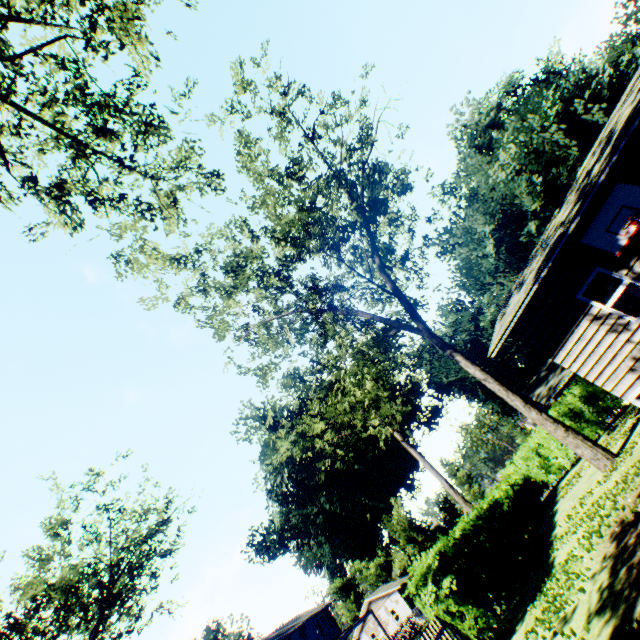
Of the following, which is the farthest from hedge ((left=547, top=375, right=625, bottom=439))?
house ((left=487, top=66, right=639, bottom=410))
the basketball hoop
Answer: the basketball hoop

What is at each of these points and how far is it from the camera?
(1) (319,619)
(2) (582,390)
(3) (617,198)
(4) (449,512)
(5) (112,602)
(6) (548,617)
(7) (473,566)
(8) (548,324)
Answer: (1) house, 39.53m
(2) hedge, 21.73m
(3) basketball hoop, 8.70m
(4) plant, 46.88m
(5) plant, 29.61m
(6) plant, 6.24m
(7) hedge, 11.39m
(8) house, 10.52m

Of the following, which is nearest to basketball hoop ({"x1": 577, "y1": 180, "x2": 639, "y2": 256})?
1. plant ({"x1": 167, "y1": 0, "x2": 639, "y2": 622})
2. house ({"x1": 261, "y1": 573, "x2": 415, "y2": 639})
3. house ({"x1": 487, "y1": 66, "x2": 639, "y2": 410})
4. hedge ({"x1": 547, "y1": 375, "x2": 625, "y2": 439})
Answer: house ({"x1": 487, "y1": 66, "x2": 639, "y2": 410})

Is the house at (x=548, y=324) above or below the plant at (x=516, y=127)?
below

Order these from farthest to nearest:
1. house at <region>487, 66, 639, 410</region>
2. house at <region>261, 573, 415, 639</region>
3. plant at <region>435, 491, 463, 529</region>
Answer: plant at <region>435, 491, 463, 529</region>
house at <region>261, 573, 415, 639</region>
house at <region>487, 66, 639, 410</region>

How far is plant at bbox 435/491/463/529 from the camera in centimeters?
4612cm

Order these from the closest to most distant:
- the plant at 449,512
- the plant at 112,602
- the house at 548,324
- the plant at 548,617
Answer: the plant at 548,617 < the house at 548,324 < the plant at 112,602 < the plant at 449,512

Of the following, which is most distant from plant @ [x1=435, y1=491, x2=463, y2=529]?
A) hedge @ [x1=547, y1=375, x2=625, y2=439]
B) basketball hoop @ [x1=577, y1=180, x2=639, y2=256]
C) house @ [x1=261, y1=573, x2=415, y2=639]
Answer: basketball hoop @ [x1=577, y1=180, x2=639, y2=256]
